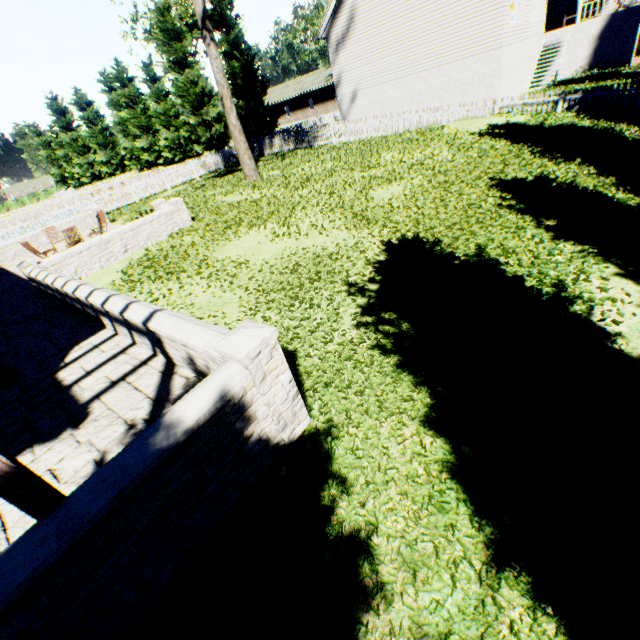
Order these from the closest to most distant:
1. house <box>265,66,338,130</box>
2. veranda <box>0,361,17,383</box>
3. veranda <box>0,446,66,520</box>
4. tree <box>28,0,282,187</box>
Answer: veranda <box>0,446,66,520</box> → veranda <box>0,361,17,383</box> → tree <box>28,0,282,187</box> → house <box>265,66,338,130</box>

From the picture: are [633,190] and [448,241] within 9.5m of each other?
yes

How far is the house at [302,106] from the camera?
45.7 meters

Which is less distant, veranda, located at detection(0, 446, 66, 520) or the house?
veranda, located at detection(0, 446, 66, 520)

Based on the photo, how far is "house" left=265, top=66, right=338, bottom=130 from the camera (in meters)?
45.69

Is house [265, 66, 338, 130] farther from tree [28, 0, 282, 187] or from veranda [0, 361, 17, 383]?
veranda [0, 361, 17, 383]

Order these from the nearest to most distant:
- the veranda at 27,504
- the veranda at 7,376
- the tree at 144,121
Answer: the veranda at 27,504, the veranda at 7,376, the tree at 144,121

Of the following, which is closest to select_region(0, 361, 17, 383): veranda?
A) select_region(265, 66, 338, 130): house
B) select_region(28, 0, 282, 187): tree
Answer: select_region(28, 0, 282, 187): tree
